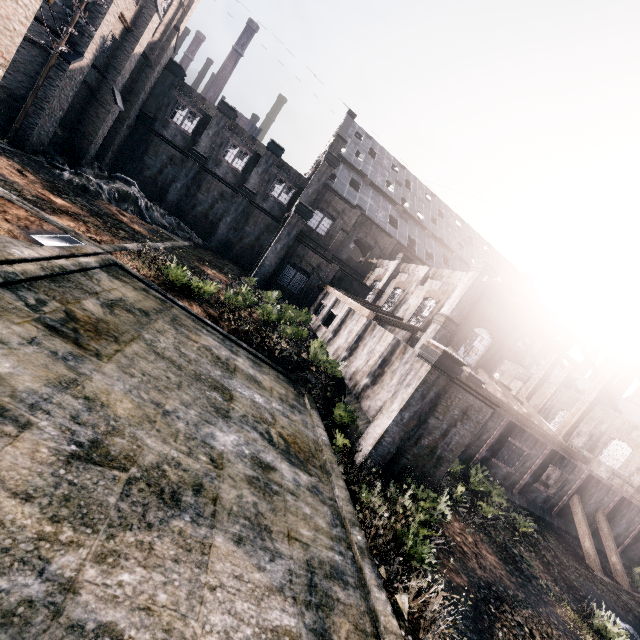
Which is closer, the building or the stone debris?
the building

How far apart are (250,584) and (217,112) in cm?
4498

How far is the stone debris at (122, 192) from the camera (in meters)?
25.58

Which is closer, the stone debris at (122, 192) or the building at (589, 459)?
the building at (589, 459)

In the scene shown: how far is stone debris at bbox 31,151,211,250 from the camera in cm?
2558
